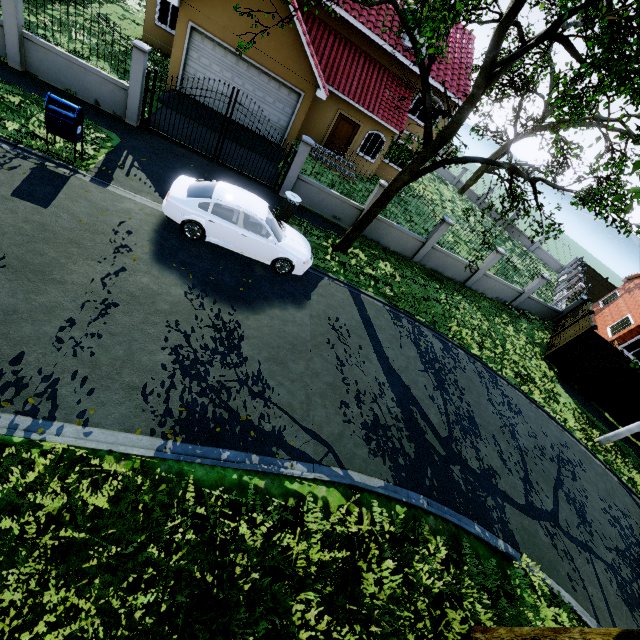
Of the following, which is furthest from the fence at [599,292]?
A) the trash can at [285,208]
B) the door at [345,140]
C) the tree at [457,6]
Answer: the door at [345,140]

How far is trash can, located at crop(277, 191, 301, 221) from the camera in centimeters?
1166cm

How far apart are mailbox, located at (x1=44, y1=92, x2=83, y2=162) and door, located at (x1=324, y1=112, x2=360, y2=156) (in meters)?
14.27

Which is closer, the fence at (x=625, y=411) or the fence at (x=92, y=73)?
the fence at (x=92, y=73)

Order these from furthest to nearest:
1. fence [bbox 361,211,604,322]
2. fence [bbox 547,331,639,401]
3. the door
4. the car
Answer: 1. the door
2. fence [bbox 361,211,604,322]
3. fence [bbox 547,331,639,401]
4. the car

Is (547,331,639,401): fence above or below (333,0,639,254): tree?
below

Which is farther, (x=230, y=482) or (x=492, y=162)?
(x=492, y=162)

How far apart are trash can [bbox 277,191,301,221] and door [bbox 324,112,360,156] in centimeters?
999cm
